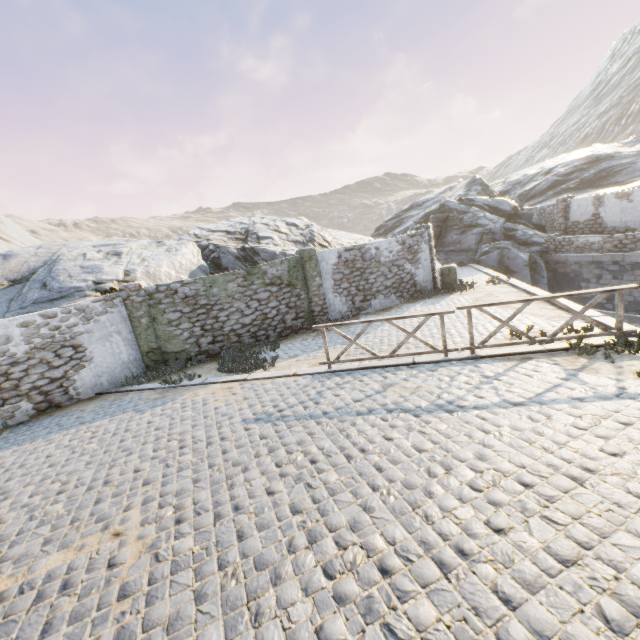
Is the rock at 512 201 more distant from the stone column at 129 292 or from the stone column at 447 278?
the stone column at 447 278

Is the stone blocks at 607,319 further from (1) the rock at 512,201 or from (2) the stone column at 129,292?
(2) the stone column at 129,292

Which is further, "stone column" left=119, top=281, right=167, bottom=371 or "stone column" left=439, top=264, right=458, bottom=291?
"stone column" left=439, top=264, right=458, bottom=291

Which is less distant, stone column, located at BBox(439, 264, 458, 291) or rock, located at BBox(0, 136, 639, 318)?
rock, located at BBox(0, 136, 639, 318)

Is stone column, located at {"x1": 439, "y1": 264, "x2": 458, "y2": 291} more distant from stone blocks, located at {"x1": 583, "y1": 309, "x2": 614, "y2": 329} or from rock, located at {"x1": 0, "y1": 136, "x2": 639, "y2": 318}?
rock, located at {"x1": 0, "y1": 136, "x2": 639, "y2": 318}

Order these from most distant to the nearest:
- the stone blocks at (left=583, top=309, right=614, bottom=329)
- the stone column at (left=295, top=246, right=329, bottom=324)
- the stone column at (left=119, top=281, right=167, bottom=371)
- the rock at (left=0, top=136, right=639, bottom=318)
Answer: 1. the stone column at (left=295, top=246, right=329, bottom=324)
2. the rock at (left=0, top=136, right=639, bottom=318)
3. the stone column at (left=119, top=281, right=167, bottom=371)
4. the stone blocks at (left=583, top=309, right=614, bottom=329)

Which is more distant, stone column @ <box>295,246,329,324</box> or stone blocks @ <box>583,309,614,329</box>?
stone column @ <box>295,246,329,324</box>

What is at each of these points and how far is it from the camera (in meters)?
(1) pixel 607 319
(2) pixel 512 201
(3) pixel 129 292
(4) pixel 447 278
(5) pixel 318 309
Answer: (1) stone blocks, 7.84
(2) rock, 23.41
(3) stone column, 10.52
(4) stone column, 14.79
(5) stone column, 12.99
